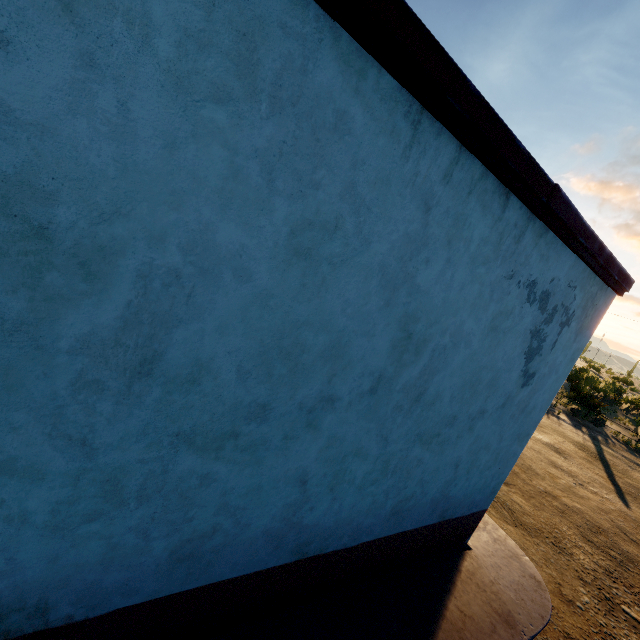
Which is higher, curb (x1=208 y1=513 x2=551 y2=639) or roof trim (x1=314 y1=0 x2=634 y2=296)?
roof trim (x1=314 y1=0 x2=634 y2=296)

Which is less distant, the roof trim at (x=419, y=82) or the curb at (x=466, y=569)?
the roof trim at (x=419, y=82)

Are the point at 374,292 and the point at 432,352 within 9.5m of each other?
yes

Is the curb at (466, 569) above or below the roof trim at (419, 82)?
below

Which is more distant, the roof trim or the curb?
the curb
